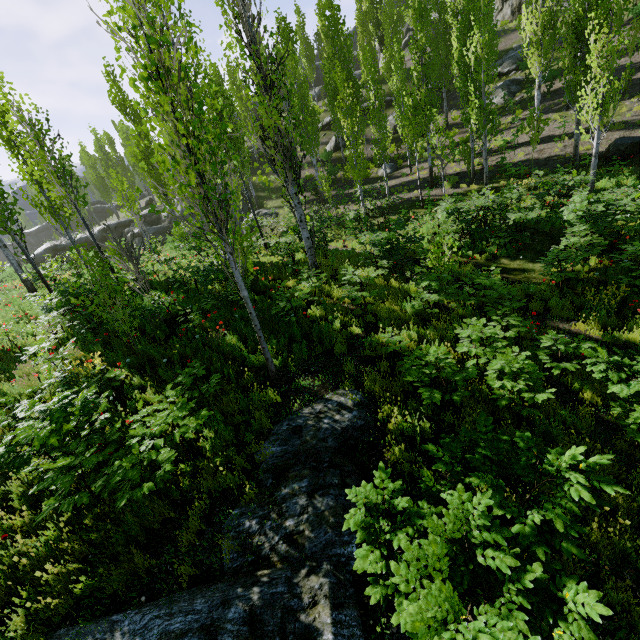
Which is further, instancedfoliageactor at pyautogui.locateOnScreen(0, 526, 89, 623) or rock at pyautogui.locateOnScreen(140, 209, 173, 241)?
rock at pyautogui.locateOnScreen(140, 209, 173, 241)

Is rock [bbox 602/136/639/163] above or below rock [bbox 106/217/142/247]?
below

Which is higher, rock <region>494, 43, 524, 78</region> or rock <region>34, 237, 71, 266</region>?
rock <region>494, 43, 524, 78</region>

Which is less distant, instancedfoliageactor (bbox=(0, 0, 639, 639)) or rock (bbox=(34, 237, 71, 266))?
instancedfoliageactor (bbox=(0, 0, 639, 639))

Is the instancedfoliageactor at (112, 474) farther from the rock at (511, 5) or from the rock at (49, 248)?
the rock at (49, 248)

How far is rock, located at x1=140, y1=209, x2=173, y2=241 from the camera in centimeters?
3244cm

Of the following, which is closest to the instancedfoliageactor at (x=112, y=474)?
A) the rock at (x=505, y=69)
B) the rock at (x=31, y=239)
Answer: the rock at (x=505, y=69)

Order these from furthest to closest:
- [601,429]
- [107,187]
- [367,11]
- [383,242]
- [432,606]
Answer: [107,187]
[367,11]
[383,242]
[601,429]
[432,606]
